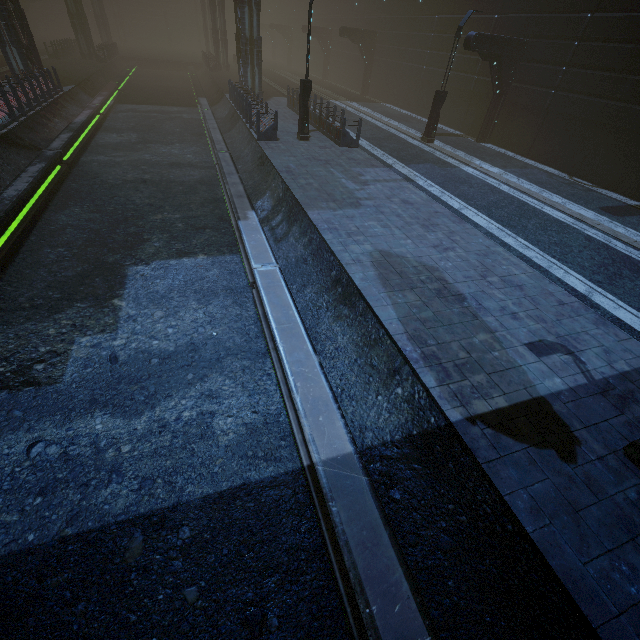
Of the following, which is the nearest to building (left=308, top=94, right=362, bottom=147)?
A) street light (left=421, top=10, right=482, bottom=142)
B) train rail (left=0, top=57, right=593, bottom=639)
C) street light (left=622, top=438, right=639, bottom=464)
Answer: train rail (left=0, top=57, right=593, bottom=639)

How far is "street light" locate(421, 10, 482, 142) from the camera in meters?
15.4

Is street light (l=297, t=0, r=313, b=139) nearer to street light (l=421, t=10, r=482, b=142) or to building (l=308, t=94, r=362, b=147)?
building (l=308, t=94, r=362, b=147)

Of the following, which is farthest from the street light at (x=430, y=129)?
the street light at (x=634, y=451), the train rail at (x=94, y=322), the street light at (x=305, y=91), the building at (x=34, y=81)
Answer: the street light at (x=634, y=451)

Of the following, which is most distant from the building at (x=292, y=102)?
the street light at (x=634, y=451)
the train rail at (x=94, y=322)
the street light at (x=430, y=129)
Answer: the street light at (x=634, y=451)

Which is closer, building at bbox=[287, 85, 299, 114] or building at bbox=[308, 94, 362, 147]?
building at bbox=[308, 94, 362, 147]

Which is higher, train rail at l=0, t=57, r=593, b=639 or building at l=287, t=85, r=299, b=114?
building at l=287, t=85, r=299, b=114

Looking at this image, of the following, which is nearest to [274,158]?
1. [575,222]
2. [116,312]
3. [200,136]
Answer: [200,136]
